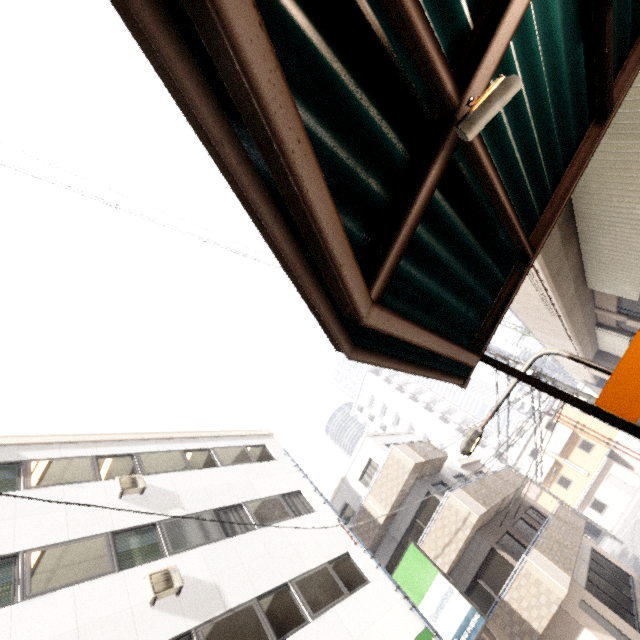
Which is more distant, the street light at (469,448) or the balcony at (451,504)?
the balcony at (451,504)

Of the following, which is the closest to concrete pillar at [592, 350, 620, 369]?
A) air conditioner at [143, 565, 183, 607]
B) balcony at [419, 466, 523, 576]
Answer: balcony at [419, 466, 523, 576]

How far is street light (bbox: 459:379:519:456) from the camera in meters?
4.9

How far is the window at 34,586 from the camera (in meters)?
6.79

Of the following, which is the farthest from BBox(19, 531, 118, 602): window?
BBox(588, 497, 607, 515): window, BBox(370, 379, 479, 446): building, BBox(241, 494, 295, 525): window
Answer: BBox(370, 379, 479, 446): building

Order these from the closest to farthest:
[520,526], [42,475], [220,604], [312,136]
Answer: [312,136] → [220,604] → [42,475] → [520,526]

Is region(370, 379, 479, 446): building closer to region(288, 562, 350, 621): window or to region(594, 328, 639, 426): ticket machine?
region(288, 562, 350, 621): window

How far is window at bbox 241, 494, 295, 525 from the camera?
11.2m
